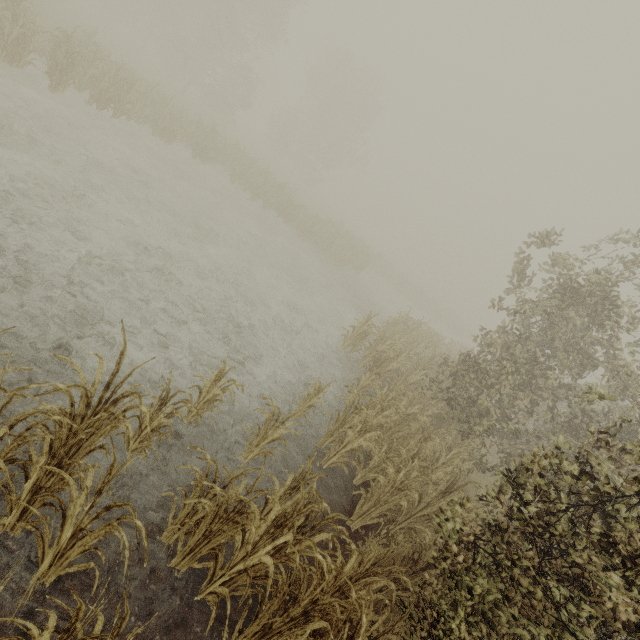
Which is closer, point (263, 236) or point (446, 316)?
point (263, 236)
